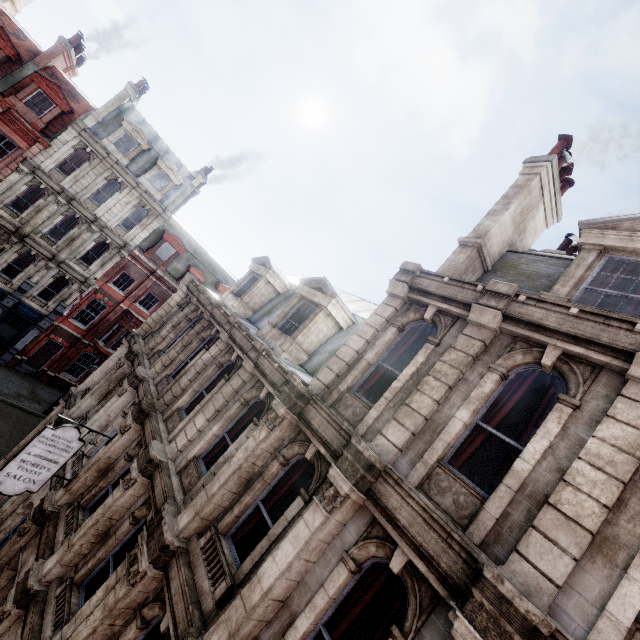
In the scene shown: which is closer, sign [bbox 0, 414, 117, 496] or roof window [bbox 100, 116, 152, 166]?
sign [bbox 0, 414, 117, 496]

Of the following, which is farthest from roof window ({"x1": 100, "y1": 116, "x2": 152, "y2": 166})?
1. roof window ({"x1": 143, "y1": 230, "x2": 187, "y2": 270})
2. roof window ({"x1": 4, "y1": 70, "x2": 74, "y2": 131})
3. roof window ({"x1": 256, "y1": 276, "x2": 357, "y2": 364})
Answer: roof window ({"x1": 256, "y1": 276, "x2": 357, "y2": 364})

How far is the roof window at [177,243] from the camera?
27.8 meters

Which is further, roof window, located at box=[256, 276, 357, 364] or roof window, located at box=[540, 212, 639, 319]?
roof window, located at box=[256, 276, 357, 364]

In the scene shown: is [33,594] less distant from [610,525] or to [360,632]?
[360,632]

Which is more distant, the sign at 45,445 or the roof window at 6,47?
the roof window at 6,47

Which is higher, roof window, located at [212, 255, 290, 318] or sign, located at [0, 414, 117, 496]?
roof window, located at [212, 255, 290, 318]

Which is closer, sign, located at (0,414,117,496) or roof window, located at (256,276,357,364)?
sign, located at (0,414,117,496)
